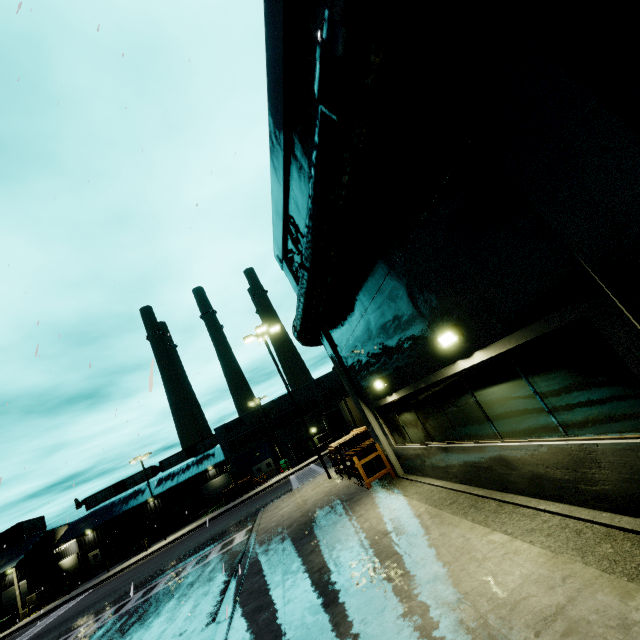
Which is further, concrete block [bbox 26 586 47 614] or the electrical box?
concrete block [bbox 26 586 47 614]

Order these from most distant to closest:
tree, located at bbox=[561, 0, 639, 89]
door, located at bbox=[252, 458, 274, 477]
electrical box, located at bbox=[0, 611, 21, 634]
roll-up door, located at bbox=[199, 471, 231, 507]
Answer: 1. roll-up door, located at bbox=[199, 471, 231, 507]
2. door, located at bbox=[252, 458, 274, 477]
3. electrical box, located at bbox=[0, 611, 21, 634]
4. tree, located at bbox=[561, 0, 639, 89]

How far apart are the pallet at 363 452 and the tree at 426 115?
11.5 meters

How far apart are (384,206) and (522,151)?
3.1 meters

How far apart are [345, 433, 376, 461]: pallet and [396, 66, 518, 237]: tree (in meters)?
11.48

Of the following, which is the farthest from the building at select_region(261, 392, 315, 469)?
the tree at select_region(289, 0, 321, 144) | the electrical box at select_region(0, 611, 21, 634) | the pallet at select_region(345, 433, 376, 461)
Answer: the electrical box at select_region(0, 611, 21, 634)

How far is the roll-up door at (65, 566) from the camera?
42.69m

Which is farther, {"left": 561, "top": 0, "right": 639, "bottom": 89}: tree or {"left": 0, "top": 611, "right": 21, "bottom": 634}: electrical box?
{"left": 0, "top": 611, "right": 21, "bottom": 634}: electrical box
